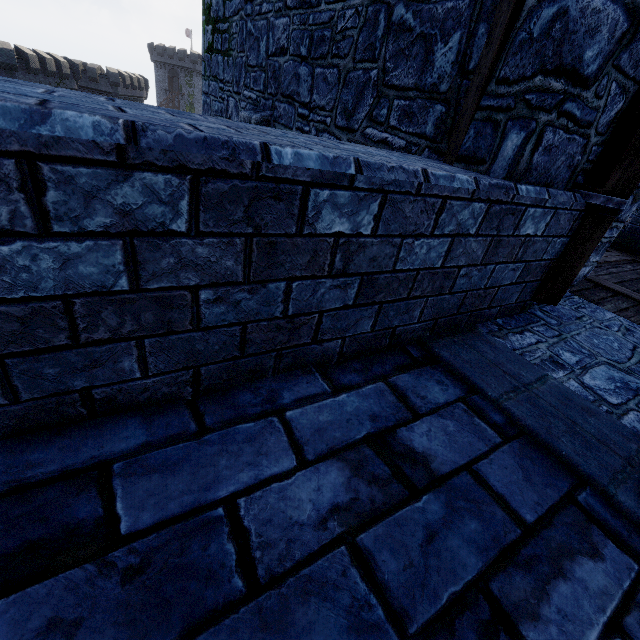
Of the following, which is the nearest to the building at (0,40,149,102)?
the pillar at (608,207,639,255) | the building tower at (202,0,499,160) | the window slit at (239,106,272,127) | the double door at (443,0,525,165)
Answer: the building tower at (202,0,499,160)

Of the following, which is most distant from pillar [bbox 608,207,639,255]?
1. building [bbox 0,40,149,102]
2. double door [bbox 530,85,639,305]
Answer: building [bbox 0,40,149,102]

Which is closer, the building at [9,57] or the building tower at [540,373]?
the building tower at [540,373]

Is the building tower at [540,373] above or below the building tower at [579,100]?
below

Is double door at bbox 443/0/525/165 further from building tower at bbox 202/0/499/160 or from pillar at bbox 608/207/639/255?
pillar at bbox 608/207/639/255

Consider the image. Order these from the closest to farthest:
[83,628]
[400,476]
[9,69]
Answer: [83,628] → [400,476] → [9,69]

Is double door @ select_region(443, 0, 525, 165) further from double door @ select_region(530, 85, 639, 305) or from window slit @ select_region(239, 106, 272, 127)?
window slit @ select_region(239, 106, 272, 127)

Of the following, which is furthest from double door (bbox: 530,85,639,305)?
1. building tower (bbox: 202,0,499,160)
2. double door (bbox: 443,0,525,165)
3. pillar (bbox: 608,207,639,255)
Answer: pillar (bbox: 608,207,639,255)
